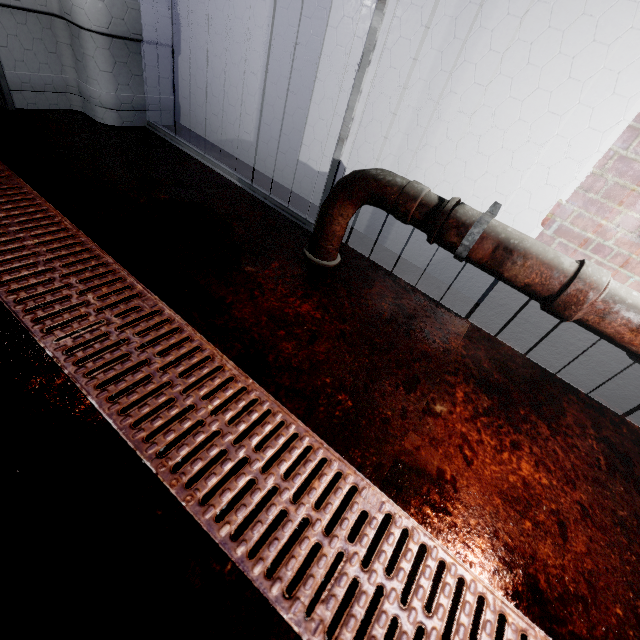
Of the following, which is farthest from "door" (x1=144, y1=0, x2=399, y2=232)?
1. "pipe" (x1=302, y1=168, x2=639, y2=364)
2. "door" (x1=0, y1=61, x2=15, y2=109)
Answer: "door" (x1=0, y1=61, x2=15, y2=109)

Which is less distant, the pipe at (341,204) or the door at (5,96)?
the pipe at (341,204)

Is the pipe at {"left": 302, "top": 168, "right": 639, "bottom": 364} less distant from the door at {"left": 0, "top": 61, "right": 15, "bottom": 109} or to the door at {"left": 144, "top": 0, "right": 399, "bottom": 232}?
the door at {"left": 144, "top": 0, "right": 399, "bottom": 232}

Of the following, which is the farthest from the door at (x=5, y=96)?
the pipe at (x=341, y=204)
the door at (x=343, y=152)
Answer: the pipe at (x=341, y=204)

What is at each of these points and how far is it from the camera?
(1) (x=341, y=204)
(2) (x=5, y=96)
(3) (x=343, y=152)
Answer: (1) pipe, 1.5m
(2) door, 2.0m
(3) door, 1.7m
